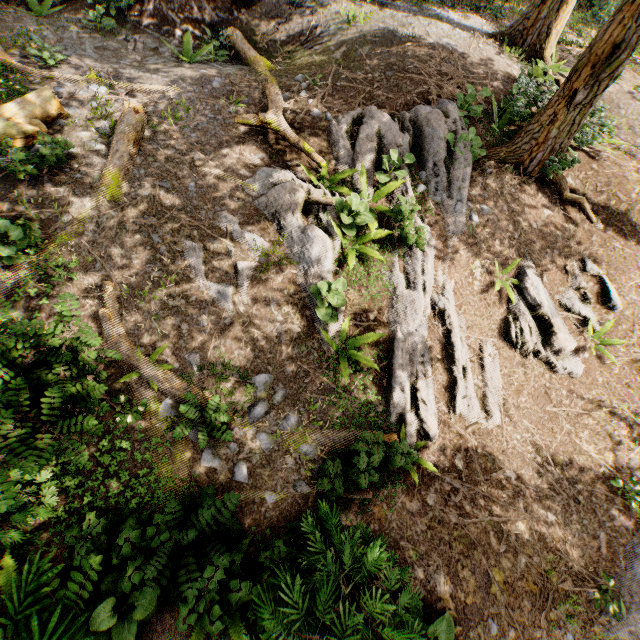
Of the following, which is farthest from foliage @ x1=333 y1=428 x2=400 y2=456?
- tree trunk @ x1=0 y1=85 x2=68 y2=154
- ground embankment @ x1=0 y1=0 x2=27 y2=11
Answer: tree trunk @ x1=0 y1=85 x2=68 y2=154

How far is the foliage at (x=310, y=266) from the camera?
7.1 meters

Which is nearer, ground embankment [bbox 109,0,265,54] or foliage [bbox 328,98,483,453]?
foliage [bbox 328,98,483,453]

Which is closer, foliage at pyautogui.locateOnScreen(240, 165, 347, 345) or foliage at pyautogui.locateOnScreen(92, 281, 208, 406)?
foliage at pyautogui.locateOnScreen(92, 281, 208, 406)

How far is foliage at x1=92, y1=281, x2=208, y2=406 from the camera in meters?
6.0

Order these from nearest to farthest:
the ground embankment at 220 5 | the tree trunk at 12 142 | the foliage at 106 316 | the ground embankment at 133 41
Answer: the foliage at 106 316 → the tree trunk at 12 142 → the ground embankment at 133 41 → the ground embankment at 220 5

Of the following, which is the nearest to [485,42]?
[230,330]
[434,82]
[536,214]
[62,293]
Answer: [434,82]
